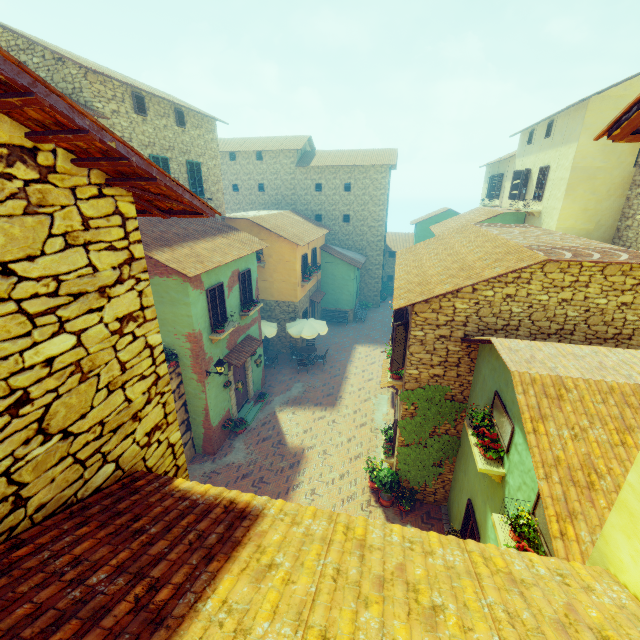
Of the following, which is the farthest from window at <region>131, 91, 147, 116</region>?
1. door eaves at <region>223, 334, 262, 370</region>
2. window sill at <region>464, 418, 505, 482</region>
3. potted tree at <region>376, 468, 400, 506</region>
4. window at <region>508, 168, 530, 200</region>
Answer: window at <region>508, 168, 530, 200</region>

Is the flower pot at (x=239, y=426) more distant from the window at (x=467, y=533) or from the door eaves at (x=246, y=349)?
the window at (x=467, y=533)

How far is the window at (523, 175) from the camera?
17.80m

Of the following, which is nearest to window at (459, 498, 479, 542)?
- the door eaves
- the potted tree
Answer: the potted tree

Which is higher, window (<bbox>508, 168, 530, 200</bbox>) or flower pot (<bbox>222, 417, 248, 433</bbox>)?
window (<bbox>508, 168, 530, 200</bbox>)

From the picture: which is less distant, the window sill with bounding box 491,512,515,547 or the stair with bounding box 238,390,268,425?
the window sill with bounding box 491,512,515,547

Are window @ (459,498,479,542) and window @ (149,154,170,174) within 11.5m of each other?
no

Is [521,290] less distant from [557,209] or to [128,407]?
[128,407]
